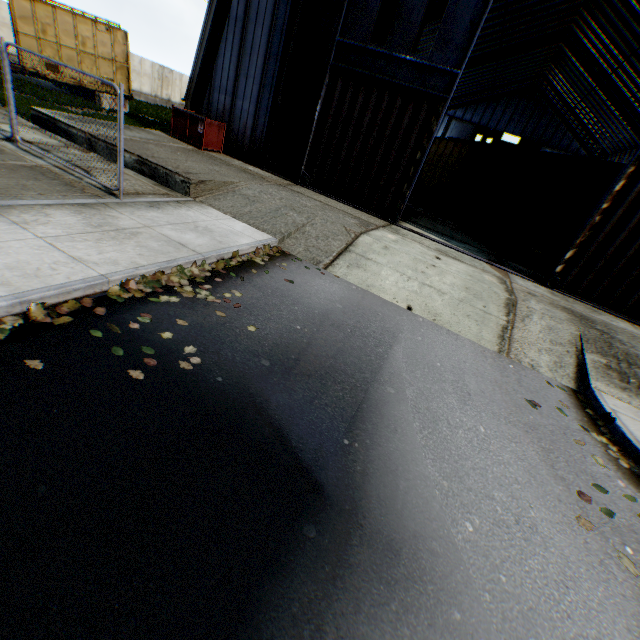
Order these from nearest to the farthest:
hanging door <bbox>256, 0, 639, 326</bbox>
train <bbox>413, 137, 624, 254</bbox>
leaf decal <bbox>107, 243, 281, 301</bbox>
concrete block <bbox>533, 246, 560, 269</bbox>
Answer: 1. leaf decal <bbox>107, 243, 281, 301</bbox>
2. hanging door <bbox>256, 0, 639, 326</bbox>
3. train <bbox>413, 137, 624, 254</bbox>
4. concrete block <bbox>533, 246, 560, 269</bbox>

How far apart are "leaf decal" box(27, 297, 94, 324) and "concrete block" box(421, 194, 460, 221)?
20.29m

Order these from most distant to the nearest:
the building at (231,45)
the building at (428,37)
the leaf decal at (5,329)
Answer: the building at (428,37)
the building at (231,45)
the leaf decal at (5,329)

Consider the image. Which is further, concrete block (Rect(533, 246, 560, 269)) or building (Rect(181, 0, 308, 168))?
concrete block (Rect(533, 246, 560, 269))

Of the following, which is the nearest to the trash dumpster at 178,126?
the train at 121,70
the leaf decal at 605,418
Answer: the train at 121,70

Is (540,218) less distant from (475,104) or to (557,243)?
(557,243)

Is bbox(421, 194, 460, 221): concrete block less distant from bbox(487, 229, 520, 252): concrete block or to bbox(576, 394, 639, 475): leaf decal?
bbox(487, 229, 520, 252): concrete block

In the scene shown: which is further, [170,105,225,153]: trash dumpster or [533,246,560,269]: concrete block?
[533,246,560,269]: concrete block
